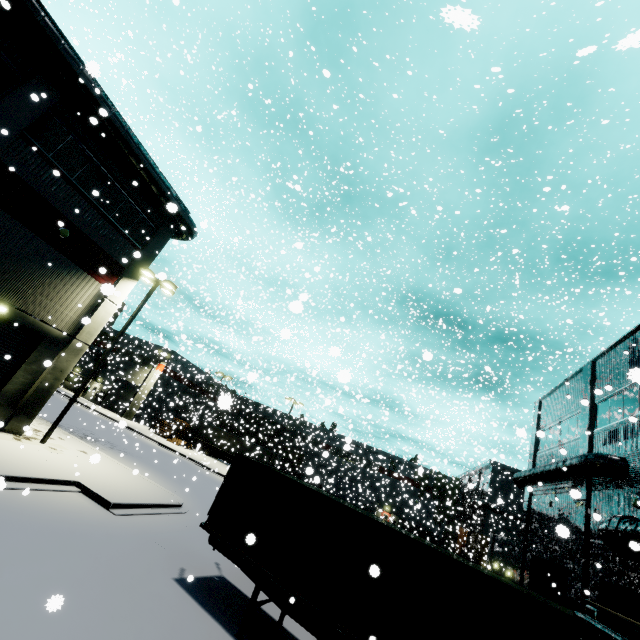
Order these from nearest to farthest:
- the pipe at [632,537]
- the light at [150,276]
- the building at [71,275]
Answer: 1. the pipe at [632,537]
2. the building at [71,275]
3. the light at [150,276]

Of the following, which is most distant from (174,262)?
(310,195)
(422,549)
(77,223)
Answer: (422,549)

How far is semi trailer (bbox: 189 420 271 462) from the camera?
42.50m

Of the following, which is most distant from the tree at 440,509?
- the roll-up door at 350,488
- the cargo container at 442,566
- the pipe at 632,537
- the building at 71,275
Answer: the cargo container at 442,566

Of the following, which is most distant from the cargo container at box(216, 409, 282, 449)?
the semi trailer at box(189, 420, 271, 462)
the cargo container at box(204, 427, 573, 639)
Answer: the cargo container at box(204, 427, 573, 639)

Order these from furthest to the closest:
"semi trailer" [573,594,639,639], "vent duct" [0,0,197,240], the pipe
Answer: "vent duct" [0,0,197,240], the pipe, "semi trailer" [573,594,639,639]

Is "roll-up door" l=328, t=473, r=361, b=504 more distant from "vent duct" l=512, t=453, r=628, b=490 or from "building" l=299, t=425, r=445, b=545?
"vent duct" l=512, t=453, r=628, b=490

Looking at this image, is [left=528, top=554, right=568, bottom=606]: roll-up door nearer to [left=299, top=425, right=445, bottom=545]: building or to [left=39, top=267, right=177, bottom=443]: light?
[left=299, top=425, right=445, bottom=545]: building
